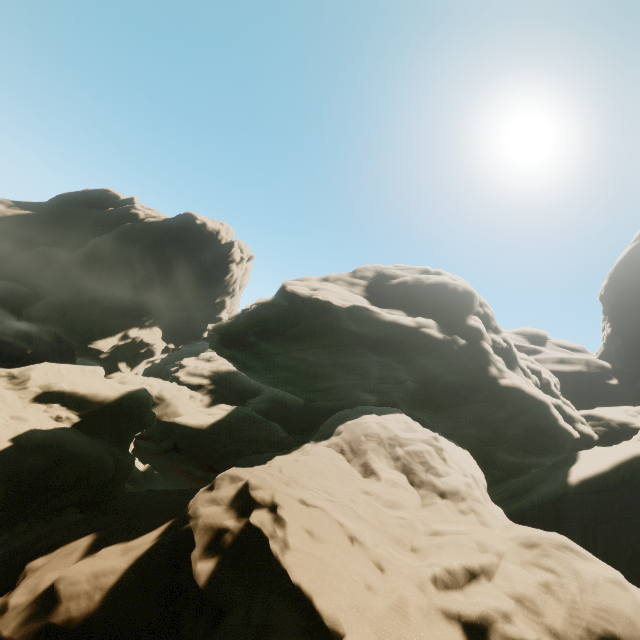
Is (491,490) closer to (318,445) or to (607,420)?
(607,420)
